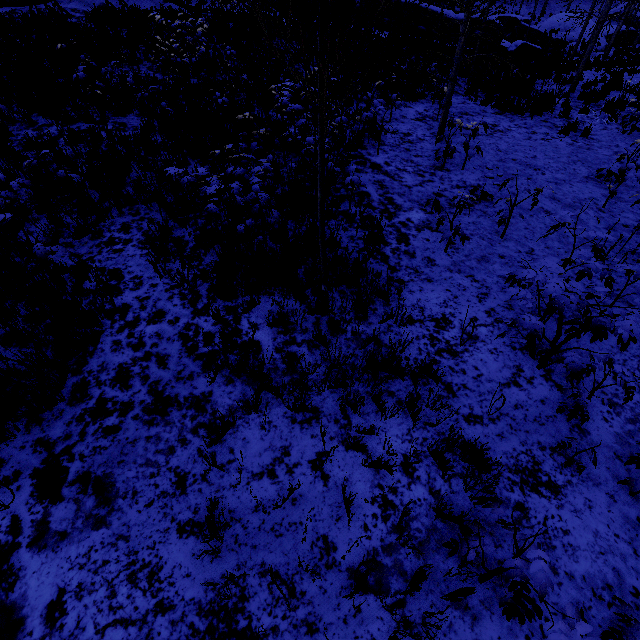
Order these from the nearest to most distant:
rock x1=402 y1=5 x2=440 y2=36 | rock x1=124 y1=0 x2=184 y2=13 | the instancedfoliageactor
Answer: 1. the instancedfoliageactor
2. rock x1=124 y1=0 x2=184 y2=13
3. rock x1=402 y1=5 x2=440 y2=36

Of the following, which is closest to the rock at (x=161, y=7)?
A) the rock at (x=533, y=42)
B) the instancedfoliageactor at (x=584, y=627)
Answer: the rock at (x=533, y=42)

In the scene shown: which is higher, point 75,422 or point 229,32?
point 229,32

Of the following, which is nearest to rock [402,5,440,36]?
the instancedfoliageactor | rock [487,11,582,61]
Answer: rock [487,11,582,61]

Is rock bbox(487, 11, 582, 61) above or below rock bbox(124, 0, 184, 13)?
below

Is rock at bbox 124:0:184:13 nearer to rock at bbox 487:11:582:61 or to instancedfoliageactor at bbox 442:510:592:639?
rock at bbox 487:11:582:61

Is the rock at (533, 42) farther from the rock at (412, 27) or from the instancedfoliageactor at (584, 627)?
the instancedfoliageactor at (584, 627)
